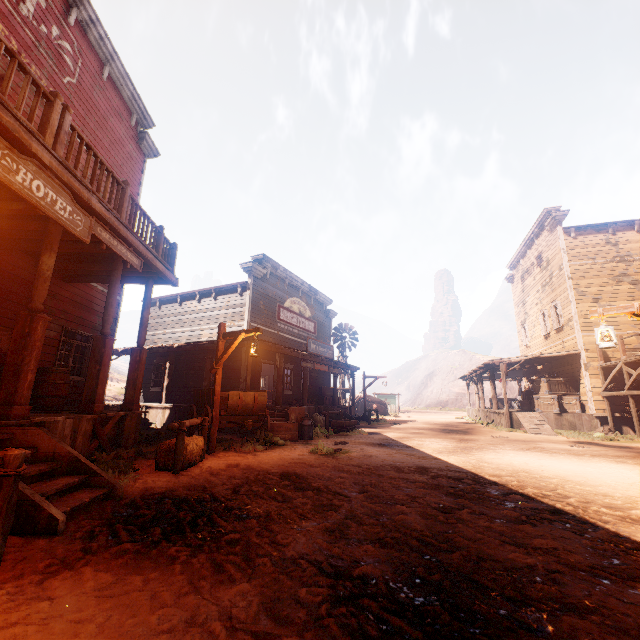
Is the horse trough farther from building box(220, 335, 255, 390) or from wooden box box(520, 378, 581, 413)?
wooden box box(520, 378, 581, 413)

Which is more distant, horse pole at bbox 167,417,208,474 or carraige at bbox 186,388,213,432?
carraige at bbox 186,388,213,432

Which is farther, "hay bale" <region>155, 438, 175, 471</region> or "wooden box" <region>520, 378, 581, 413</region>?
"wooden box" <region>520, 378, 581, 413</region>

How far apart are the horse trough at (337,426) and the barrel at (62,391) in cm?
916

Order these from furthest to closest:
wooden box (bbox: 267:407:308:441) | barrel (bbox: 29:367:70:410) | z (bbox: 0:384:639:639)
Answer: wooden box (bbox: 267:407:308:441) < barrel (bbox: 29:367:70:410) < z (bbox: 0:384:639:639)

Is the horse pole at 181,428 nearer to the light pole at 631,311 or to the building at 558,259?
the building at 558,259

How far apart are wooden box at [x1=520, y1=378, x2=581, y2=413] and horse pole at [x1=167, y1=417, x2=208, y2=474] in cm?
1677

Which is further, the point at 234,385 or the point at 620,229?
the point at 620,229
